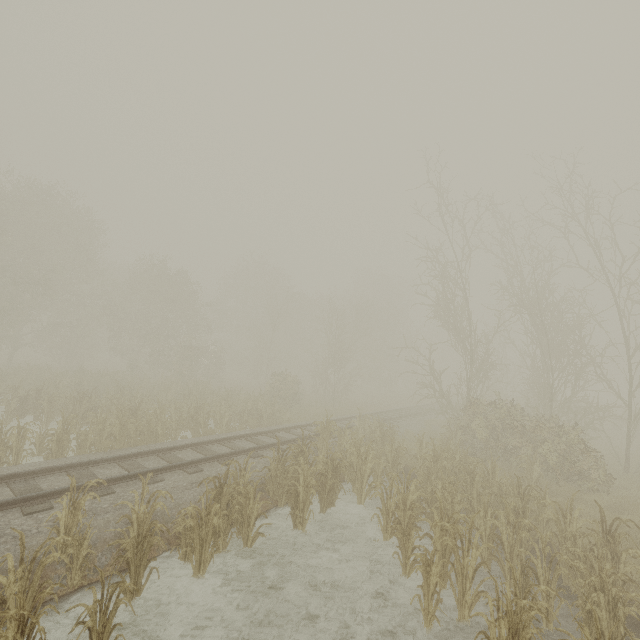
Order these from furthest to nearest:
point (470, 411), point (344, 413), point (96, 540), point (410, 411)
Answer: point (410, 411) → point (344, 413) → point (470, 411) → point (96, 540)
